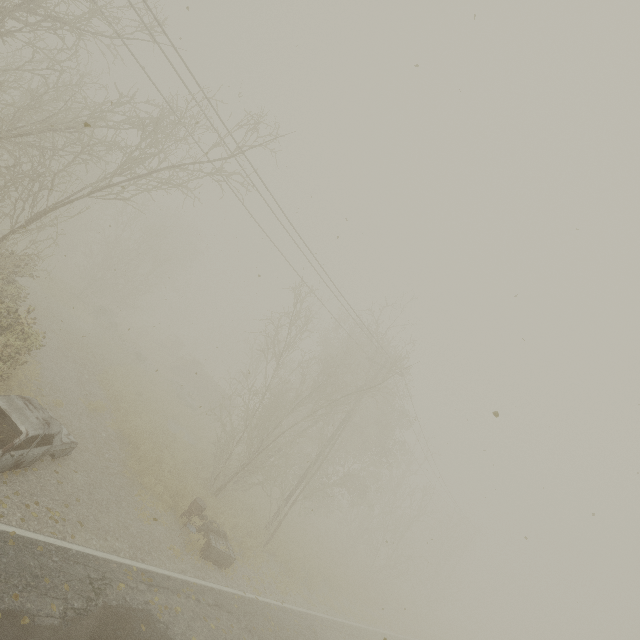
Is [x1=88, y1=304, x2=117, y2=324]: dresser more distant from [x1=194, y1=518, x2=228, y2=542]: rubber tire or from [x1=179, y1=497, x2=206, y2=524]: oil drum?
[x1=179, y1=497, x2=206, y2=524]: oil drum

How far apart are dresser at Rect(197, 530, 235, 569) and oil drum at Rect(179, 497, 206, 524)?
0.5m

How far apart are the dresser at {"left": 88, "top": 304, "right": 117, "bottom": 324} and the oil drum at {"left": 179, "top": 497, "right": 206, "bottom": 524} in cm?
2130

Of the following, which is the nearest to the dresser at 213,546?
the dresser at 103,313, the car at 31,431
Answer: the car at 31,431

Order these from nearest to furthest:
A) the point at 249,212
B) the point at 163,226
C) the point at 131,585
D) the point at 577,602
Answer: the point at 131,585 < the point at 577,602 < the point at 249,212 < the point at 163,226

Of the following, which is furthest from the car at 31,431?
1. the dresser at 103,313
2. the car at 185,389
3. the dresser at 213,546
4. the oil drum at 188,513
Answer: the dresser at 103,313

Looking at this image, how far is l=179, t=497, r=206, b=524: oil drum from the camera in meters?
12.1

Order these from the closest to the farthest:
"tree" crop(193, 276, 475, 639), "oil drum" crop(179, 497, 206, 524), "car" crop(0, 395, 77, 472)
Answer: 1. "car" crop(0, 395, 77, 472)
2. "oil drum" crop(179, 497, 206, 524)
3. "tree" crop(193, 276, 475, 639)
